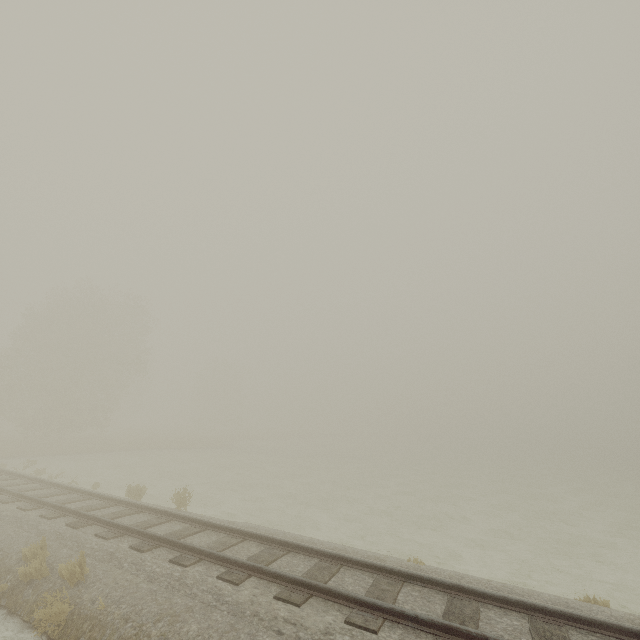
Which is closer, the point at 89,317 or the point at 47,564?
the point at 47,564
